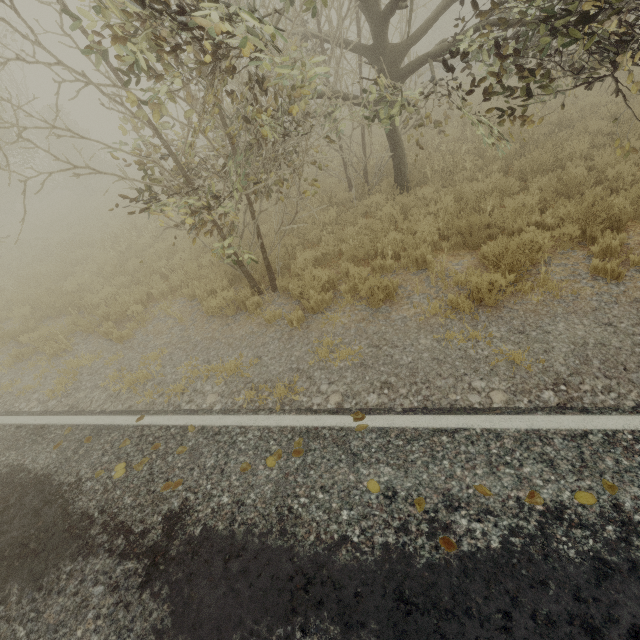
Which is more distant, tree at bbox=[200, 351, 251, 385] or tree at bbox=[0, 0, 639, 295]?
tree at bbox=[200, 351, 251, 385]

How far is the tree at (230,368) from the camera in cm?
518

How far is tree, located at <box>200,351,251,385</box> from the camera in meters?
5.2 m

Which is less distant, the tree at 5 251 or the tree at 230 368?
the tree at 230 368

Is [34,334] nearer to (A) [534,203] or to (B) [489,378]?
(B) [489,378]
